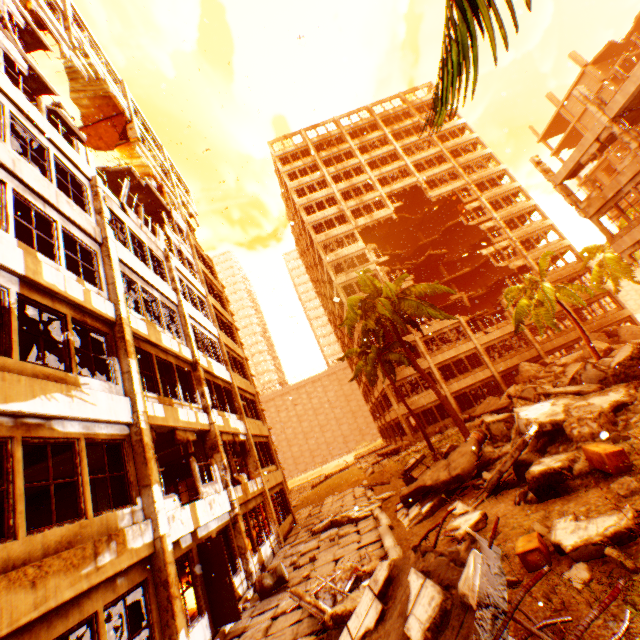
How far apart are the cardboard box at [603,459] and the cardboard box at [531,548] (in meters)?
2.00

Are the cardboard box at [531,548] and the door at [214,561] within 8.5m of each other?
yes

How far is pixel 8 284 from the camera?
6.39m

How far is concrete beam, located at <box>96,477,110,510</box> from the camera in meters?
12.3

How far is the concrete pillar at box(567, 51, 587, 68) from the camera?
38.78m

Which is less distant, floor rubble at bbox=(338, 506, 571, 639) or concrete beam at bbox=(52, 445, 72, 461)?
floor rubble at bbox=(338, 506, 571, 639)

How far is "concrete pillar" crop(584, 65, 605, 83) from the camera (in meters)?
37.66

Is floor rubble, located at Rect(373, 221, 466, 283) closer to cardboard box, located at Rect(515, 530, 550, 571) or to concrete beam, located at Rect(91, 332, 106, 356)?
concrete beam, located at Rect(91, 332, 106, 356)
